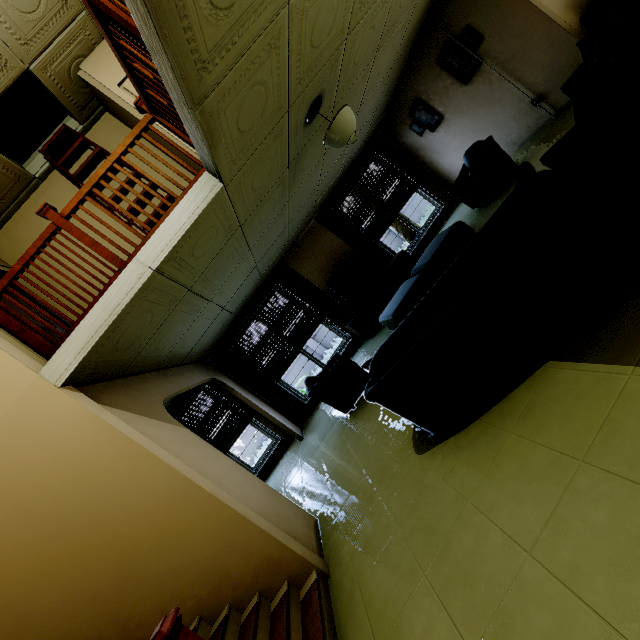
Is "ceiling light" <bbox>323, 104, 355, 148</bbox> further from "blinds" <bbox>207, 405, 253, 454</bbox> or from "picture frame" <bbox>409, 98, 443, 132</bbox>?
"blinds" <bbox>207, 405, 253, 454</bbox>

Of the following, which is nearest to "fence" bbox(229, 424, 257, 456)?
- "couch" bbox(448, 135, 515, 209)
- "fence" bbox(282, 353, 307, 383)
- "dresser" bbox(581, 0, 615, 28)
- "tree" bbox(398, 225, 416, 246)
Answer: "fence" bbox(282, 353, 307, 383)

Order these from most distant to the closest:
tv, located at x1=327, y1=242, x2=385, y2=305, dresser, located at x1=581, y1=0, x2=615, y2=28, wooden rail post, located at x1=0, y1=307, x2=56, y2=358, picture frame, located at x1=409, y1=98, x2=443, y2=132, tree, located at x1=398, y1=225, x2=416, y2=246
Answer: tree, located at x1=398, y1=225, x2=416, y2=246 → tv, located at x1=327, y1=242, x2=385, y2=305 → picture frame, located at x1=409, y1=98, x2=443, y2=132 → dresser, located at x1=581, y1=0, x2=615, y2=28 → wooden rail post, located at x1=0, y1=307, x2=56, y2=358

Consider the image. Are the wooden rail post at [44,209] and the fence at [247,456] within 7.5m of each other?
no

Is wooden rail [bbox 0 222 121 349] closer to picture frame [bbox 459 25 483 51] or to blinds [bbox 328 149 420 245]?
blinds [bbox 328 149 420 245]

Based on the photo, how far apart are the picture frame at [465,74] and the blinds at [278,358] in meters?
5.3

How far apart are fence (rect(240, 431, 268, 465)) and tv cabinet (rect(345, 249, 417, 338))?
7.7 meters

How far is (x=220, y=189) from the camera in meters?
2.9 m
